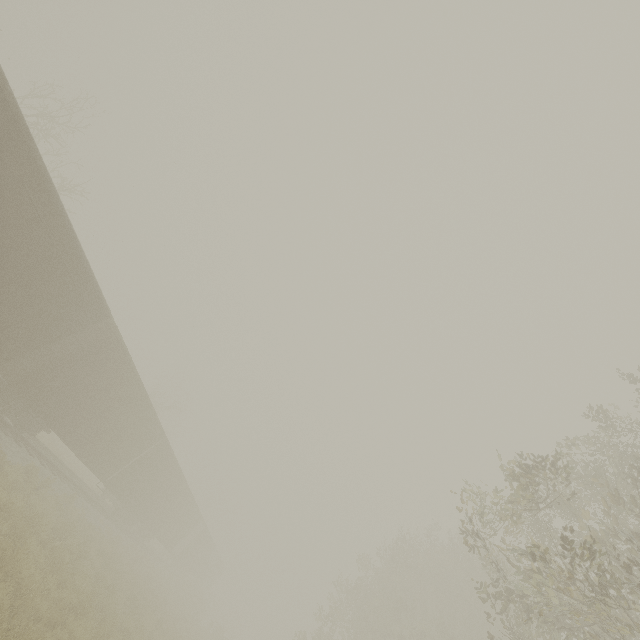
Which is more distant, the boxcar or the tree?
the boxcar

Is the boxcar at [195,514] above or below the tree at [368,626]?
below

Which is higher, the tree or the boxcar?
the tree

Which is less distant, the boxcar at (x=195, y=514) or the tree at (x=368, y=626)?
the tree at (x=368, y=626)

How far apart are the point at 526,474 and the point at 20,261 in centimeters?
1491cm
